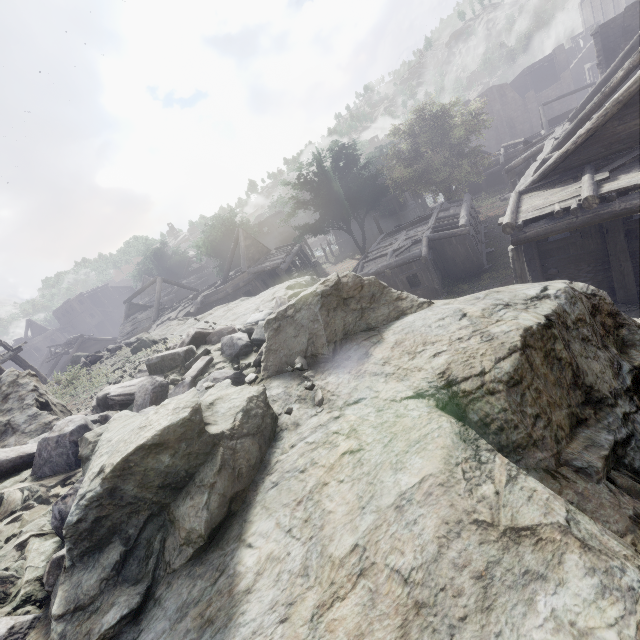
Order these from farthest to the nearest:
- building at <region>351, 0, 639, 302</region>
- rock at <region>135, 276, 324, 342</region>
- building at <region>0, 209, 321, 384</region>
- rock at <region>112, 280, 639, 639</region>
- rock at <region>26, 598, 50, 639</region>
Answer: building at <region>0, 209, 321, 384</region> < building at <region>351, 0, 639, 302</region> < rock at <region>135, 276, 324, 342</region> < rock at <region>26, 598, 50, 639</region> < rock at <region>112, 280, 639, 639</region>

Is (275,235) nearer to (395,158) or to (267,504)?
(395,158)

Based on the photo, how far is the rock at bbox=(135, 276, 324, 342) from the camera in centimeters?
691cm

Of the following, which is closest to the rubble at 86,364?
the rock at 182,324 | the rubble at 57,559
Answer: the rock at 182,324

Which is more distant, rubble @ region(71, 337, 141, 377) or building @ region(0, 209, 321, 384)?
building @ region(0, 209, 321, 384)

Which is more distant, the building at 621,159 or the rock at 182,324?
the building at 621,159

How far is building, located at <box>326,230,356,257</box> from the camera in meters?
43.6 m
